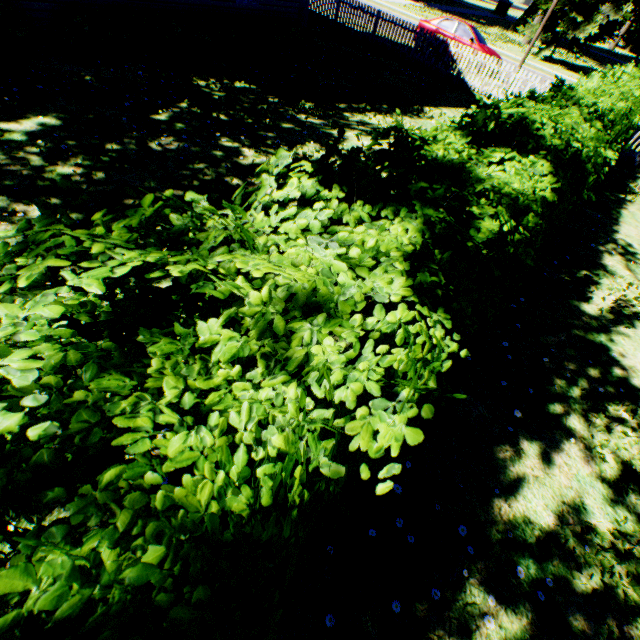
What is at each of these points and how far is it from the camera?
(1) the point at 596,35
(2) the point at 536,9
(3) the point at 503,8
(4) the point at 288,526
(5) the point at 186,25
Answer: (1) plant, 24.17m
(2) plant, 35.34m
(3) monument, 48.69m
(4) hedge, 0.88m
(5) hedge, 9.50m

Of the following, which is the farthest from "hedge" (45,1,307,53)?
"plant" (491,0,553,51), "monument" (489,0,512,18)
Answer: "monument" (489,0,512,18)

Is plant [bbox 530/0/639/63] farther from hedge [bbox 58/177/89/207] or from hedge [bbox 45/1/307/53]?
hedge [bbox 45/1/307/53]

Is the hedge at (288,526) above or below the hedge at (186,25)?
above

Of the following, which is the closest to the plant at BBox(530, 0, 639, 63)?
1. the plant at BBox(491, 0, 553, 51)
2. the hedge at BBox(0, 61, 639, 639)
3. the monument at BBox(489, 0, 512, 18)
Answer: the plant at BBox(491, 0, 553, 51)

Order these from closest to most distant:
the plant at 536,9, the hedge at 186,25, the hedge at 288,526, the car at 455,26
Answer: the hedge at 288,526 → the hedge at 186,25 → the car at 455,26 → the plant at 536,9

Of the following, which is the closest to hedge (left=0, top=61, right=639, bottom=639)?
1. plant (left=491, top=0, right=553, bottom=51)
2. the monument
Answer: plant (left=491, top=0, right=553, bottom=51)

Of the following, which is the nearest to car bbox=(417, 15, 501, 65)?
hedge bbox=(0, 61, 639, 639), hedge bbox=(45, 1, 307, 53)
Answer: hedge bbox=(45, 1, 307, 53)
